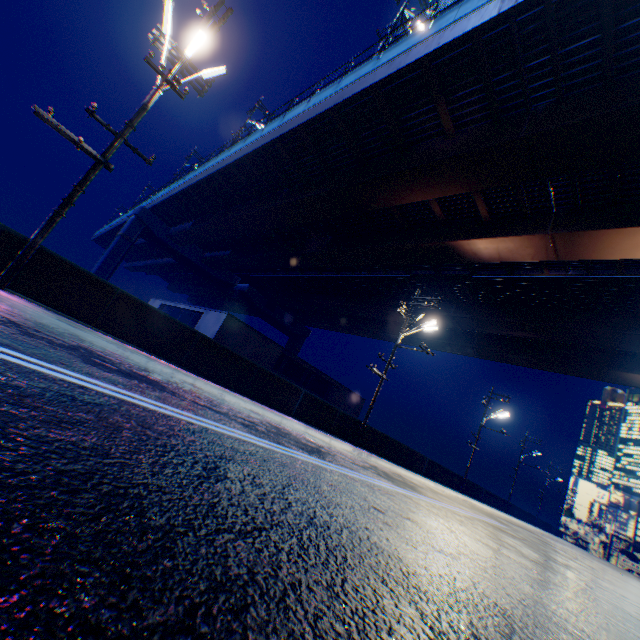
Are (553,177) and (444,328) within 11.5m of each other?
no

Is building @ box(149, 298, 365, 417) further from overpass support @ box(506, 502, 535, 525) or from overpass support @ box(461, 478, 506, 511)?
overpass support @ box(506, 502, 535, 525)

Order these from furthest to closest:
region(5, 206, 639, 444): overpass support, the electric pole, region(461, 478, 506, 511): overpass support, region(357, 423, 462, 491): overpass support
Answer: region(461, 478, 506, 511): overpass support → region(357, 423, 462, 491): overpass support → region(5, 206, 639, 444): overpass support → the electric pole

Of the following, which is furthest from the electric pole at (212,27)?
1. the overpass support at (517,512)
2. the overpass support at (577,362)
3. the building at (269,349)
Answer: the overpass support at (517,512)

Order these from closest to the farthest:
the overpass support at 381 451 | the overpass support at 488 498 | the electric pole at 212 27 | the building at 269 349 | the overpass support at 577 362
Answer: the electric pole at 212 27 < the overpass support at 577 362 < the overpass support at 381 451 < the building at 269 349 < the overpass support at 488 498

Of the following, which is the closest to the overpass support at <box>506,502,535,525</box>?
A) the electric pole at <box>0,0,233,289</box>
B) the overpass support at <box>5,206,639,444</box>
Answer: the overpass support at <box>5,206,639,444</box>

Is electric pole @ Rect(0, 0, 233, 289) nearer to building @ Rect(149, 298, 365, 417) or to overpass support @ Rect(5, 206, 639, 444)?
overpass support @ Rect(5, 206, 639, 444)

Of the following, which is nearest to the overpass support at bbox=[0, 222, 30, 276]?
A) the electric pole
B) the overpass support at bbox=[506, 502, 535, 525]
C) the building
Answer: the electric pole
